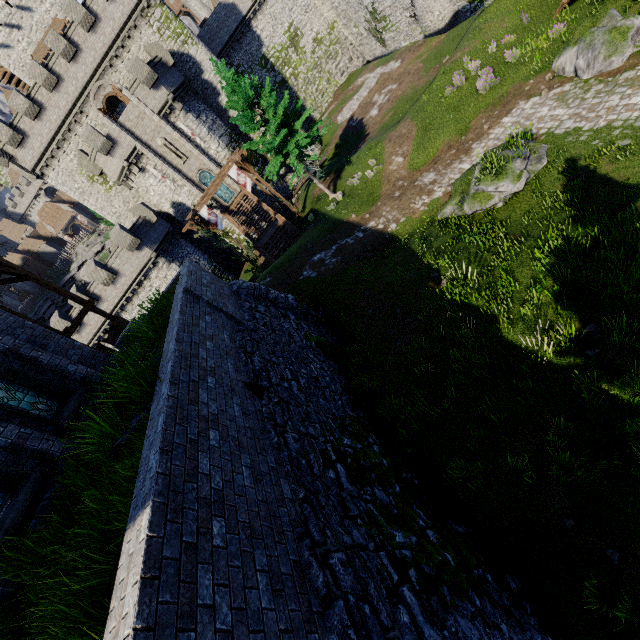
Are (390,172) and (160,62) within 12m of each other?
no

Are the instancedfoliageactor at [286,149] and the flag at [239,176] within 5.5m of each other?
yes

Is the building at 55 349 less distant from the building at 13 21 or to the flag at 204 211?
the flag at 204 211

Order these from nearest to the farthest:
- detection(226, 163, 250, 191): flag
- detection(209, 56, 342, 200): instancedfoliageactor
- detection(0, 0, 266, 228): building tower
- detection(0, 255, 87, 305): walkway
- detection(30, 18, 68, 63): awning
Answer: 1. detection(0, 255, 87, 305): walkway
2. detection(209, 56, 342, 200): instancedfoliageactor
3. detection(226, 163, 250, 191): flag
4. detection(0, 0, 266, 228): building tower
5. detection(30, 18, 68, 63): awning

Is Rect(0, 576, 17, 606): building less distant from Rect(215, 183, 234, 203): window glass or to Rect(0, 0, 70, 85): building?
Rect(215, 183, 234, 203): window glass

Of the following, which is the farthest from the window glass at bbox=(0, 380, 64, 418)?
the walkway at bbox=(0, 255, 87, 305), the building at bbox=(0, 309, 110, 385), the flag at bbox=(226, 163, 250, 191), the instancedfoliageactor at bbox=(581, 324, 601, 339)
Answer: the flag at bbox=(226, 163, 250, 191)

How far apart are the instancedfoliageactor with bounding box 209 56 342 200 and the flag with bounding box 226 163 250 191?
3.63m

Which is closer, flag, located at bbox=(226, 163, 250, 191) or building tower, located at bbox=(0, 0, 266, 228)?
flag, located at bbox=(226, 163, 250, 191)
